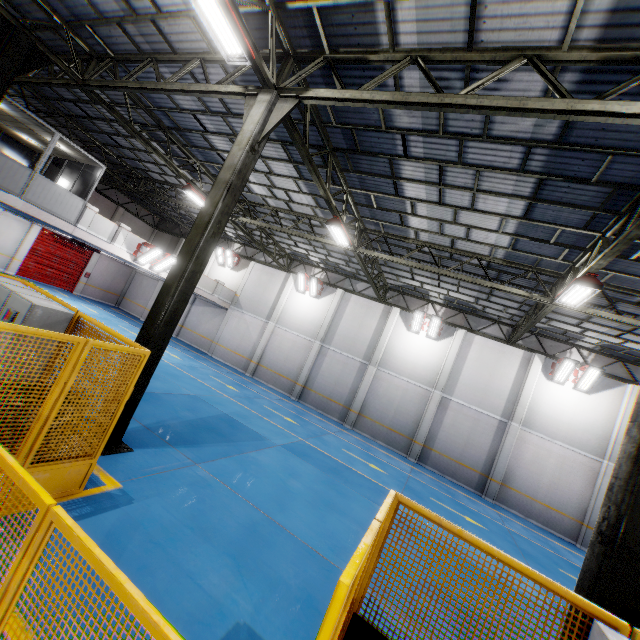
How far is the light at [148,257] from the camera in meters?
16.8

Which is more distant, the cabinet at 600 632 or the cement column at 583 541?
the cement column at 583 541

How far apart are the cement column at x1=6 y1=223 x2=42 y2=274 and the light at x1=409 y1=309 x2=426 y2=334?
26.08m

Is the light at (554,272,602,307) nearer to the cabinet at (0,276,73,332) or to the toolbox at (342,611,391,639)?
the toolbox at (342,611,391,639)

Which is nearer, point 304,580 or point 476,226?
point 304,580

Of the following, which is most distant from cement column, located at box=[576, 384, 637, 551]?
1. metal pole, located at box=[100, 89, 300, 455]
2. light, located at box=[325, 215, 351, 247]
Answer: metal pole, located at box=[100, 89, 300, 455]

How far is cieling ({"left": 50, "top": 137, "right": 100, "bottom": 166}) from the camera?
13.5m

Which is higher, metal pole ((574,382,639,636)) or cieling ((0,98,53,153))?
cieling ((0,98,53,153))
